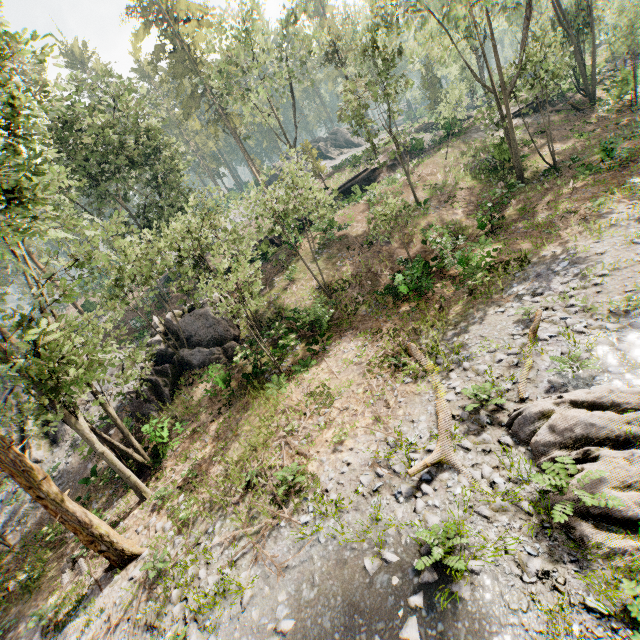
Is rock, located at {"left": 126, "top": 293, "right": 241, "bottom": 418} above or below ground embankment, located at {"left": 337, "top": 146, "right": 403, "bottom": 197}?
below

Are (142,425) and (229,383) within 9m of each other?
yes

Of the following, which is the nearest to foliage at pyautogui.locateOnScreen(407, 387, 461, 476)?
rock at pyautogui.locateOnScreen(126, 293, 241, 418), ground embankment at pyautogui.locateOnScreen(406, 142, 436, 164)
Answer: ground embankment at pyautogui.locateOnScreen(406, 142, 436, 164)

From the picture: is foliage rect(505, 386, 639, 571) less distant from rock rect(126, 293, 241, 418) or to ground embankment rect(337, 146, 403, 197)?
ground embankment rect(337, 146, 403, 197)

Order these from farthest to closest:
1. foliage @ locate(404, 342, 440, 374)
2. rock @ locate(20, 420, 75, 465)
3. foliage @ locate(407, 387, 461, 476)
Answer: rock @ locate(20, 420, 75, 465) < foliage @ locate(404, 342, 440, 374) < foliage @ locate(407, 387, 461, 476)

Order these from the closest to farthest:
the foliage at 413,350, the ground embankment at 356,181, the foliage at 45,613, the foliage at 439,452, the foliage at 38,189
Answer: the foliage at 439,452
the foliage at 38,189
the foliage at 45,613
the foliage at 413,350
the ground embankment at 356,181

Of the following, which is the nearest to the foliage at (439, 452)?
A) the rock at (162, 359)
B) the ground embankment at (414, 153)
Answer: the ground embankment at (414, 153)

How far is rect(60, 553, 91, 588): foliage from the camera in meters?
12.5 m
